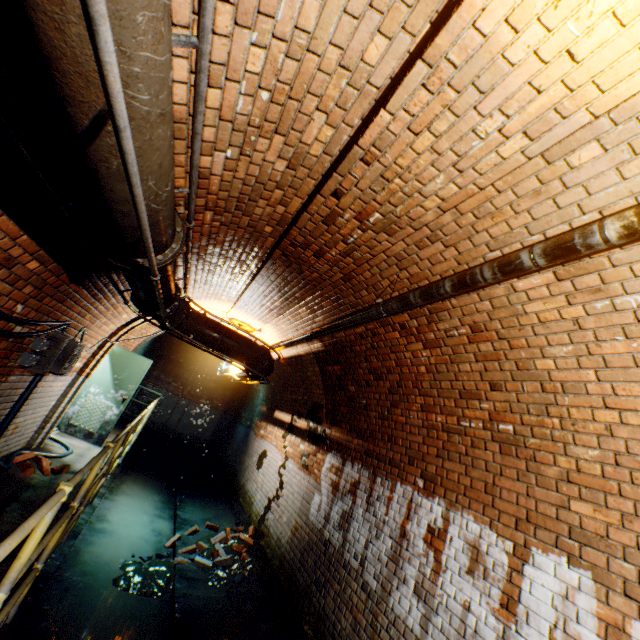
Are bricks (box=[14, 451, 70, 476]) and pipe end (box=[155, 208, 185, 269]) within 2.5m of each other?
no

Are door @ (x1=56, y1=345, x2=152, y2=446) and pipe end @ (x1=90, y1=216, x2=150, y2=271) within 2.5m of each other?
no

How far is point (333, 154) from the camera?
2.38m

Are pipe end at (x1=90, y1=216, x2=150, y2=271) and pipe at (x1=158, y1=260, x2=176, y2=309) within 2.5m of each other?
yes

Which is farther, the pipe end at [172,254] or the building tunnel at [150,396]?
the building tunnel at [150,396]

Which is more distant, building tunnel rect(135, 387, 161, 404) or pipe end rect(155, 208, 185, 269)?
building tunnel rect(135, 387, 161, 404)

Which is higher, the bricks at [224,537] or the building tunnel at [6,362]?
the building tunnel at [6,362]

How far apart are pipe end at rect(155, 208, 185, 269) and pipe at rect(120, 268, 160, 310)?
0.1 meters
